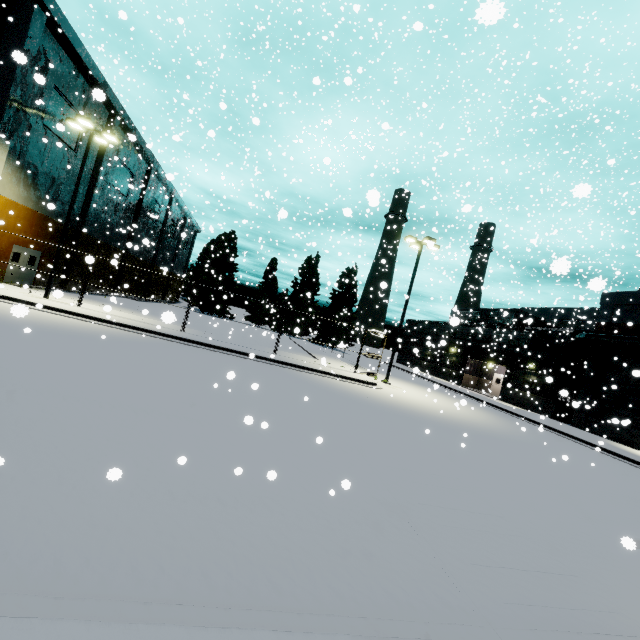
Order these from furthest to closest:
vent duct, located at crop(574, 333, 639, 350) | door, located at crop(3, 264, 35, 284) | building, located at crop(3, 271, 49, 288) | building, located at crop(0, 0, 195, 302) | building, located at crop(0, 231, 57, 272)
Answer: vent duct, located at crop(574, 333, 639, 350), door, located at crop(3, 264, 35, 284), building, located at crop(0, 231, 57, 272), building, located at crop(0, 0, 195, 302), building, located at crop(3, 271, 49, 288)

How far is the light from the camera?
17.2 meters

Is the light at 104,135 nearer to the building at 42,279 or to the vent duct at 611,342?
the building at 42,279

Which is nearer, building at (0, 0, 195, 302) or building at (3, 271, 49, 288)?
building at (3, 271, 49, 288)

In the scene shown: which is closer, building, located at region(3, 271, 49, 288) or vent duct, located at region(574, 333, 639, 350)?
building, located at region(3, 271, 49, 288)

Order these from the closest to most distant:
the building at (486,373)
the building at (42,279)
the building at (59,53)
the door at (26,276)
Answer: the building at (42,279) → the building at (59,53) → the door at (26,276) → the building at (486,373)

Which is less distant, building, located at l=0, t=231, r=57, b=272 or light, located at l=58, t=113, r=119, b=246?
light, located at l=58, t=113, r=119, b=246

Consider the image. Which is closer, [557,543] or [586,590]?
[586,590]
